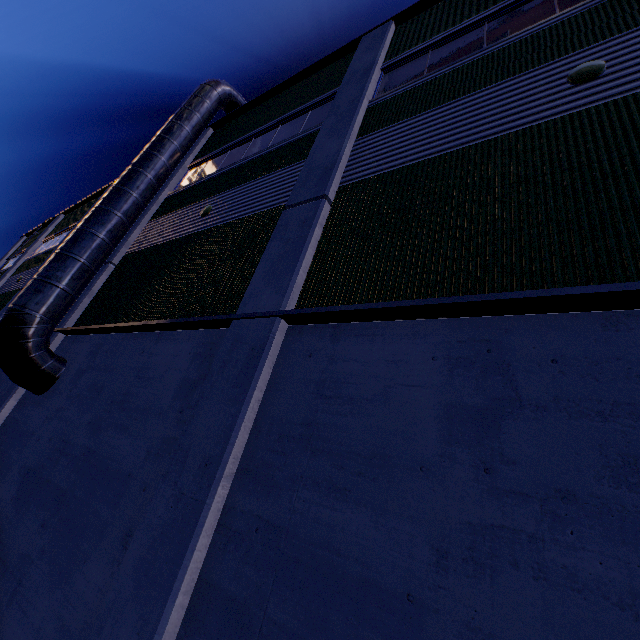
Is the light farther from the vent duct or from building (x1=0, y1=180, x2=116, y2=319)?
the vent duct

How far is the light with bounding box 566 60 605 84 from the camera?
4.16m

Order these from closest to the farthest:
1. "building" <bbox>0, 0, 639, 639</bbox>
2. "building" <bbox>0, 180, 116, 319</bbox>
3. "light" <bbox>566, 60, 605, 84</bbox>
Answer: "building" <bbox>0, 0, 639, 639</bbox> < "light" <bbox>566, 60, 605, 84</bbox> < "building" <bbox>0, 180, 116, 319</bbox>

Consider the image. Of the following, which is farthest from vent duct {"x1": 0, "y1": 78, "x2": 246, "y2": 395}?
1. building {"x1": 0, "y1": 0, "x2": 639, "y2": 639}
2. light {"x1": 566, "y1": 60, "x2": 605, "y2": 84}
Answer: light {"x1": 566, "y1": 60, "x2": 605, "y2": 84}

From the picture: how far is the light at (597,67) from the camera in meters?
4.2

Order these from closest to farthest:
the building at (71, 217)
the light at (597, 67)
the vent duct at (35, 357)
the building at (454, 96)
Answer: the building at (454, 96), the light at (597, 67), the vent duct at (35, 357), the building at (71, 217)

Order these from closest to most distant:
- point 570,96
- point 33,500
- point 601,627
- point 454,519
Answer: point 601,627 < point 454,519 < point 570,96 < point 33,500
